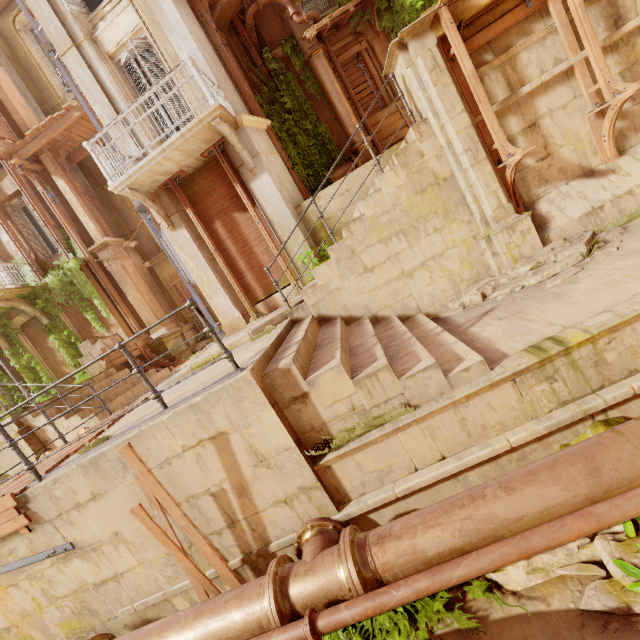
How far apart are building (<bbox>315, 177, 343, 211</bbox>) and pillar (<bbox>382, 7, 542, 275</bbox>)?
1.8 meters

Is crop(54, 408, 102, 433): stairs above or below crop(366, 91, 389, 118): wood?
Result: below

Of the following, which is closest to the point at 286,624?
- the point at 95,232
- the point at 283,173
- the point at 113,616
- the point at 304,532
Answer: the point at 304,532

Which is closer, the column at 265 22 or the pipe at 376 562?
the pipe at 376 562

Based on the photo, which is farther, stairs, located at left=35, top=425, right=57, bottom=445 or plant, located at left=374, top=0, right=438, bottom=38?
plant, located at left=374, top=0, right=438, bottom=38

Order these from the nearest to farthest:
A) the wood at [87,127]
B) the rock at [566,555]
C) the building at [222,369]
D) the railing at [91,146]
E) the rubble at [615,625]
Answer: the rubble at [615,625]
the rock at [566,555]
the building at [222,369]
the railing at [91,146]
the wood at [87,127]

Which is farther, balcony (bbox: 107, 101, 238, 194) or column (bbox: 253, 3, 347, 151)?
column (bbox: 253, 3, 347, 151)

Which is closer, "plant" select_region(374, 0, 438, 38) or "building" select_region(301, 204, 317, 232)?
"building" select_region(301, 204, 317, 232)
